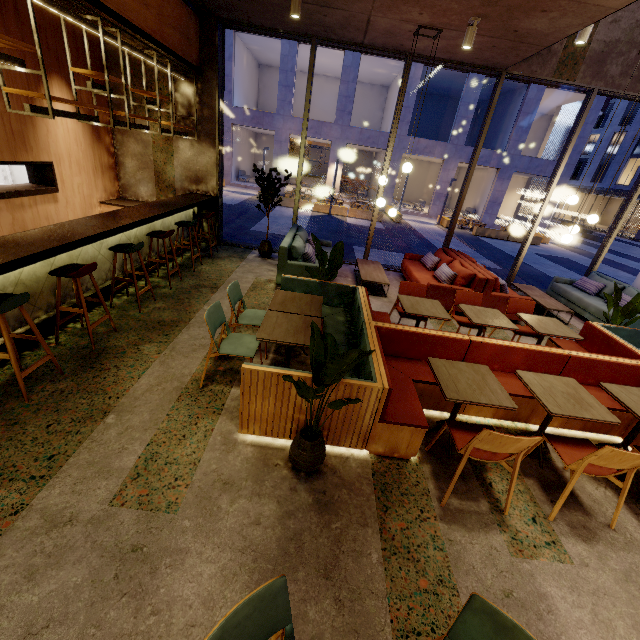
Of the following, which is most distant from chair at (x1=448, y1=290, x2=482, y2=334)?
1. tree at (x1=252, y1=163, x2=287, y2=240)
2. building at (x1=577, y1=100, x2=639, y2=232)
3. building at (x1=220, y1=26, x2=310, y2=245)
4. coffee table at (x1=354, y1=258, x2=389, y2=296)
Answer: building at (x1=577, y1=100, x2=639, y2=232)

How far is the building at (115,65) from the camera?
6.70m

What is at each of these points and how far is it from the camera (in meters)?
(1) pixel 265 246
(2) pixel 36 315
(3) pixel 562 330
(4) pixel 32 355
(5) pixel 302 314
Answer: (1) pot, 7.89
(2) bar counter, 3.84
(3) table, 4.55
(4) building, 3.59
(5) table, 3.78

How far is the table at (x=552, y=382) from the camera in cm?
281

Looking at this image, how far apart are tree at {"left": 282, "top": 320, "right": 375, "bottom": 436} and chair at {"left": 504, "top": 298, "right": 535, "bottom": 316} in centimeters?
368cm

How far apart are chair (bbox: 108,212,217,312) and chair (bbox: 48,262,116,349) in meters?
1.6

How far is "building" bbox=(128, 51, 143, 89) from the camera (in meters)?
6.78

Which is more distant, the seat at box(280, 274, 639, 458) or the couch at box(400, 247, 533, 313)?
the couch at box(400, 247, 533, 313)
